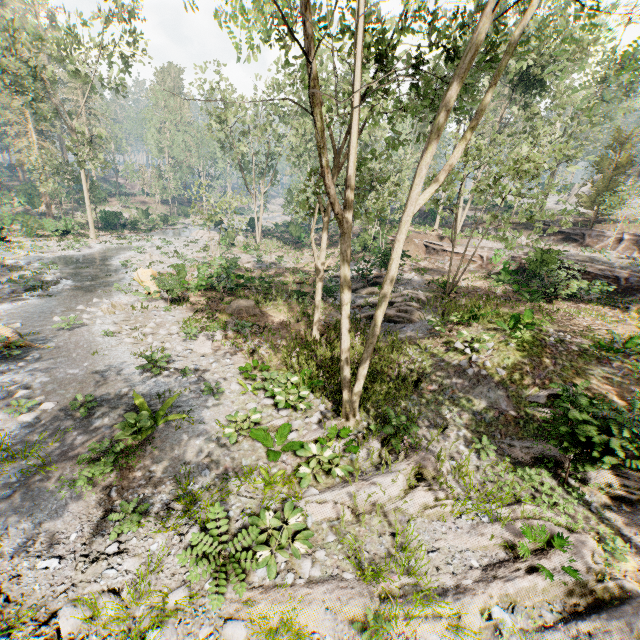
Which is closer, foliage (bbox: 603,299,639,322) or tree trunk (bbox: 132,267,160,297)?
foliage (bbox: 603,299,639,322)

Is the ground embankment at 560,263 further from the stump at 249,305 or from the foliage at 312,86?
the stump at 249,305

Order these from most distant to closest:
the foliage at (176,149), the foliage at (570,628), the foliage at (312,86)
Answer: the foliage at (176,149), the foliage at (312,86), the foliage at (570,628)

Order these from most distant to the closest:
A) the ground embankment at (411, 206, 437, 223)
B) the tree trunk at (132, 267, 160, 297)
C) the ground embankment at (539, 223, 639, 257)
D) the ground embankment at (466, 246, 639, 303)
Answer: the ground embankment at (411, 206, 437, 223) < the ground embankment at (539, 223, 639, 257) < the tree trunk at (132, 267, 160, 297) < the ground embankment at (466, 246, 639, 303)

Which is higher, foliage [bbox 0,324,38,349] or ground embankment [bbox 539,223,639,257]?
ground embankment [bbox 539,223,639,257]

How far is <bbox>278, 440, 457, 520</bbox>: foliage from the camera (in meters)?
Result: 7.42

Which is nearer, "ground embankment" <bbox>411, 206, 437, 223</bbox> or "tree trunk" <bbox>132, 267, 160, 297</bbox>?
"tree trunk" <bbox>132, 267, 160, 297</bbox>

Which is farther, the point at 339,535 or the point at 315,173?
the point at 315,173
